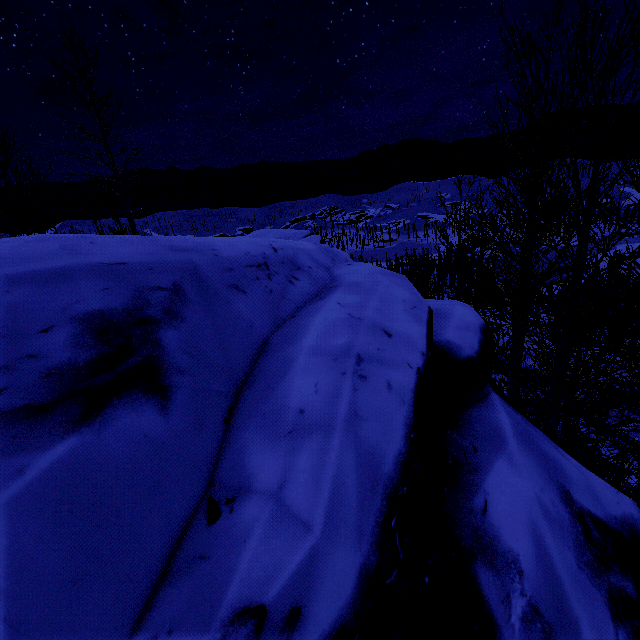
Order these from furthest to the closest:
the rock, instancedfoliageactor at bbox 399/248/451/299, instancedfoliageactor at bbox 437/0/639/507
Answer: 1. instancedfoliageactor at bbox 399/248/451/299
2. instancedfoliageactor at bbox 437/0/639/507
3. the rock

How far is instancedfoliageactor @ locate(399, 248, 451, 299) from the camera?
15.6m

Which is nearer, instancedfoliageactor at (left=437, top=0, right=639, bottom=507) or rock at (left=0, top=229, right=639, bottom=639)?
rock at (left=0, top=229, right=639, bottom=639)

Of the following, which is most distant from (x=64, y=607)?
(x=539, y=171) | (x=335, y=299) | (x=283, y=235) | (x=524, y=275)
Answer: (x=283, y=235)

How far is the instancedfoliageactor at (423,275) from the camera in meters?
15.6 m

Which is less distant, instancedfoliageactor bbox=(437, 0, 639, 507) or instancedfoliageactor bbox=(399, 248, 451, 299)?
instancedfoliageactor bbox=(437, 0, 639, 507)

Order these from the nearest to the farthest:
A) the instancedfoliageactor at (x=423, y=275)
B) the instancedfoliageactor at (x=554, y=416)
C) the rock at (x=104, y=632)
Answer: the rock at (x=104, y=632) → the instancedfoliageactor at (x=554, y=416) → the instancedfoliageactor at (x=423, y=275)
